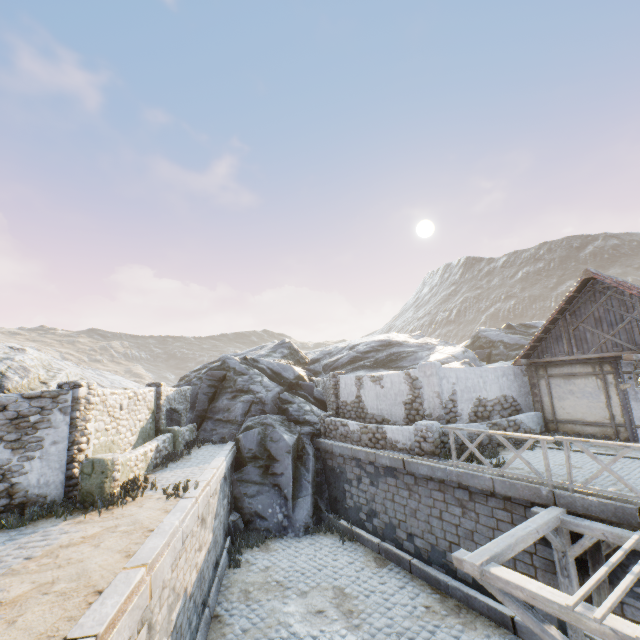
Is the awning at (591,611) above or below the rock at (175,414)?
below

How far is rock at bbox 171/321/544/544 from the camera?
13.75m

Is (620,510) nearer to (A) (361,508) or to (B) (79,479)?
(A) (361,508)

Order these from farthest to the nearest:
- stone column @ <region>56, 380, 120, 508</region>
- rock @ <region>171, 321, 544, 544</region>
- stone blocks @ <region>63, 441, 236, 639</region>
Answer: rock @ <region>171, 321, 544, 544</region> → stone column @ <region>56, 380, 120, 508</region> → stone blocks @ <region>63, 441, 236, 639</region>

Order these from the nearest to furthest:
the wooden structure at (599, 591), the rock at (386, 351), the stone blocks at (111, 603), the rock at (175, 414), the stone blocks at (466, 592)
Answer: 1. the stone blocks at (111, 603)
2. the wooden structure at (599, 591)
3. the stone blocks at (466, 592)
4. the rock at (386, 351)
5. the rock at (175, 414)

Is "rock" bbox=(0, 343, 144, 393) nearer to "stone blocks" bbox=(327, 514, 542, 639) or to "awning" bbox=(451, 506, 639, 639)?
"stone blocks" bbox=(327, 514, 542, 639)

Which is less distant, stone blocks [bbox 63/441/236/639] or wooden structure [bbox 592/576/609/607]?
stone blocks [bbox 63/441/236/639]

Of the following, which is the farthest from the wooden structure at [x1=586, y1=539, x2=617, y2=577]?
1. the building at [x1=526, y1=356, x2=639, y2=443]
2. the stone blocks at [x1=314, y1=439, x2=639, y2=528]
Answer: the building at [x1=526, y1=356, x2=639, y2=443]
